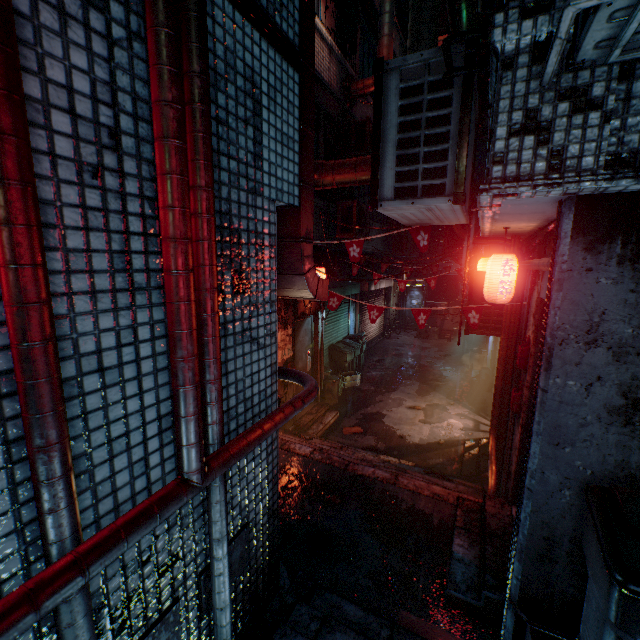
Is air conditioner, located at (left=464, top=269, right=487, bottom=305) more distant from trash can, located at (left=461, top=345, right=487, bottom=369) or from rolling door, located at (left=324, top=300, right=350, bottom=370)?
trash can, located at (left=461, top=345, right=487, bottom=369)

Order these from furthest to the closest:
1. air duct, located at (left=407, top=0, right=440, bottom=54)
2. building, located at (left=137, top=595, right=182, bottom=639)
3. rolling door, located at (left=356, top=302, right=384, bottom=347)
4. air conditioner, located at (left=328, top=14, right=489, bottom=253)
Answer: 1. rolling door, located at (left=356, top=302, right=384, bottom=347)
2. air duct, located at (left=407, top=0, right=440, bottom=54)
3. air conditioner, located at (left=328, top=14, right=489, bottom=253)
4. building, located at (left=137, top=595, right=182, bottom=639)

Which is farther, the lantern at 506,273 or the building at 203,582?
the lantern at 506,273

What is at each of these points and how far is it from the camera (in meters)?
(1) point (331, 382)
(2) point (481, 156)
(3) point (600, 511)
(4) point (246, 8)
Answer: (1) trash can, 7.79
(2) window, 13.45
(3) trash bin, 1.64
(4) building, 1.55

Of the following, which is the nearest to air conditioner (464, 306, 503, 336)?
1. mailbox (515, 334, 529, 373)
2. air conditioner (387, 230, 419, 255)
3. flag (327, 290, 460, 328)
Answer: flag (327, 290, 460, 328)

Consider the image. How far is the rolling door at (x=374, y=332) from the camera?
11.57m

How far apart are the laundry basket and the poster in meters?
3.2

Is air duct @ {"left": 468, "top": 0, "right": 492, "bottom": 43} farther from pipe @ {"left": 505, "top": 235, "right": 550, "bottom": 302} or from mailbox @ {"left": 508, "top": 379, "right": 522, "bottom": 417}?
mailbox @ {"left": 508, "top": 379, "right": 522, "bottom": 417}
